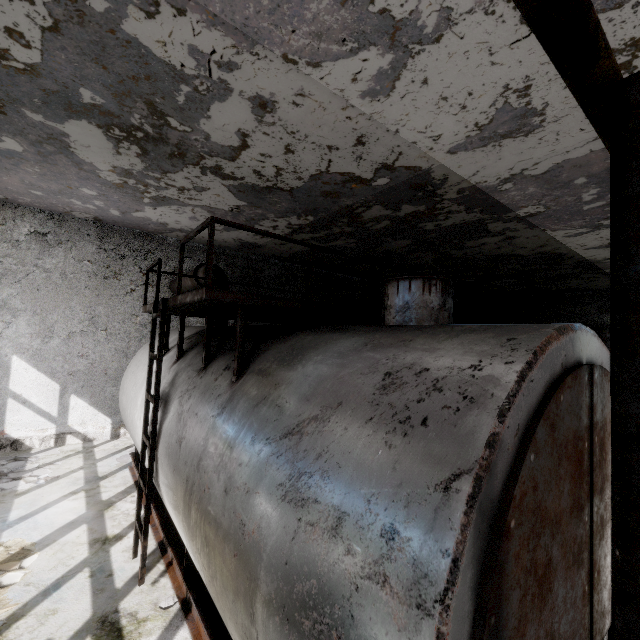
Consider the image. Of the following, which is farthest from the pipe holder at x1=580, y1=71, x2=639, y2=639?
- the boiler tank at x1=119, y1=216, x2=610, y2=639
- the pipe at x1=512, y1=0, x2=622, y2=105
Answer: the pipe at x1=512, y1=0, x2=622, y2=105

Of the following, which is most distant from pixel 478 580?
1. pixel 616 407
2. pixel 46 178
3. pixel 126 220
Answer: pixel 126 220

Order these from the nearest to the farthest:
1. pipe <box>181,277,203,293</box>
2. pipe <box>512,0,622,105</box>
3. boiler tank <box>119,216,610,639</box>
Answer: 1. pipe <box>512,0,622,105</box>
2. boiler tank <box>119,216,610,639</box>
3. pipe <box>181,277,203,293</box>

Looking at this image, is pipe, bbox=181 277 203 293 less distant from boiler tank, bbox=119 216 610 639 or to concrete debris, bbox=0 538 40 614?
boiler tank, bbox=119 216 610 639

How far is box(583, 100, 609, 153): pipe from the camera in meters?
1.2

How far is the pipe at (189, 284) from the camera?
8.84m
